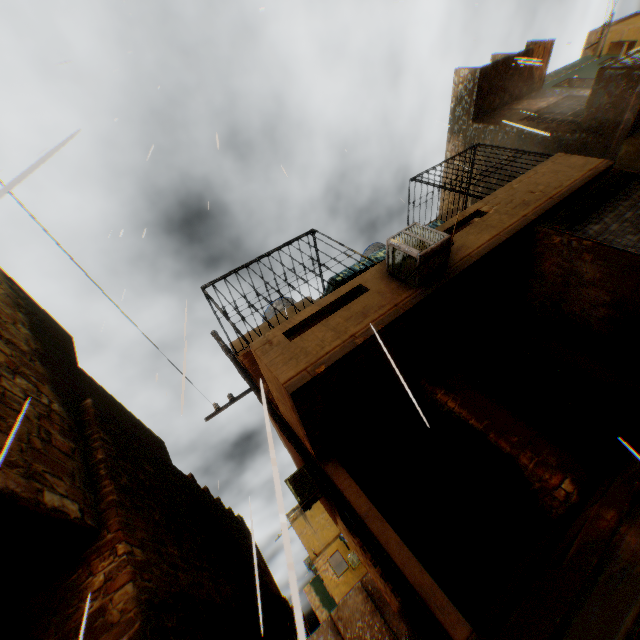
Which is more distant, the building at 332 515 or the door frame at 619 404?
the building at 332 515

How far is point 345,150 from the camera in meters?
6.3

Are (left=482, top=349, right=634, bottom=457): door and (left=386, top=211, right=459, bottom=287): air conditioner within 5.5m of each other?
yes

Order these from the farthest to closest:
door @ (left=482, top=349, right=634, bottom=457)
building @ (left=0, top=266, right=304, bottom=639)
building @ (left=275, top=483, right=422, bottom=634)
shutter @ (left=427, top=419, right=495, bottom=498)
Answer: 1. building @ (left=275, top=483, right=422, bottom=634)
2. shutter @ (left=427, top=419, right=495, bottom=498)
3. door @ (left=482, top=349, right=634, bottom=457)
4. building @ (left=0, top=266, right=304, bottom=639)

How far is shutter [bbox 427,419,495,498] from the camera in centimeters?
677cm

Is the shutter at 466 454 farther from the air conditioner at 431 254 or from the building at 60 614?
the air conditioner at 431 254

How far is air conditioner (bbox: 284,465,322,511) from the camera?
9.04m

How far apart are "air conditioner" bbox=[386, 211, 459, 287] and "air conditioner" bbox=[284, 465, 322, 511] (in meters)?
6.42
